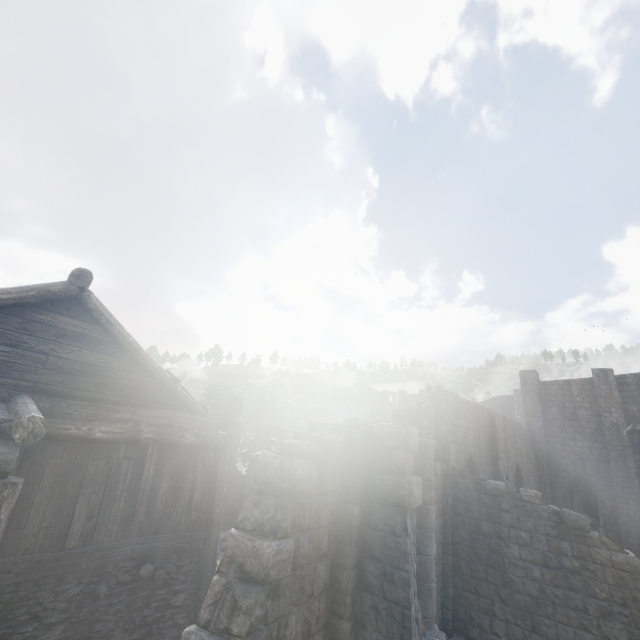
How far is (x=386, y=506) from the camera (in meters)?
5.83
